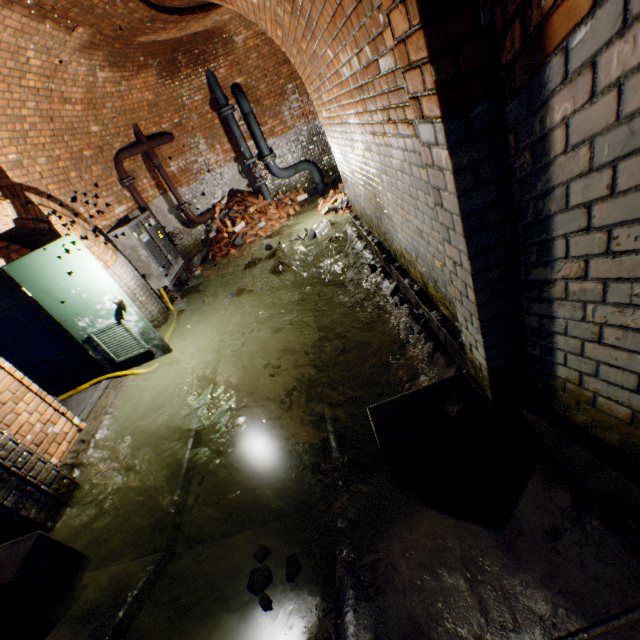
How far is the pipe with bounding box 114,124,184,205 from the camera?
6.9 meters

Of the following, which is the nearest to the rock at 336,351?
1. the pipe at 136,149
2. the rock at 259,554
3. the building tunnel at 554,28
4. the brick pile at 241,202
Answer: the building tunnel at 554,28

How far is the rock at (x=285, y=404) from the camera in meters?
3.8 m

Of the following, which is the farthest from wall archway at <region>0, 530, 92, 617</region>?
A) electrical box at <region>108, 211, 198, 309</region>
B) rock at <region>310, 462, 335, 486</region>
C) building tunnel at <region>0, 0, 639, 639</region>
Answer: electrical box at <region>108, 211, 198, 309</region>

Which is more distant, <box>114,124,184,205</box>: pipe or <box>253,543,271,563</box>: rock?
<box>114,124,184,205</box>: pipe

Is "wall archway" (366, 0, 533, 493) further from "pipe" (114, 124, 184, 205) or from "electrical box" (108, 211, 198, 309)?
"pipe" (114, 124, 184, 205)

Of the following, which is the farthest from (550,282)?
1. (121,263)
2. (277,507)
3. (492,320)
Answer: (121,263)

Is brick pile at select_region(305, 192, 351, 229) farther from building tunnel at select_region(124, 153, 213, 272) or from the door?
the door
